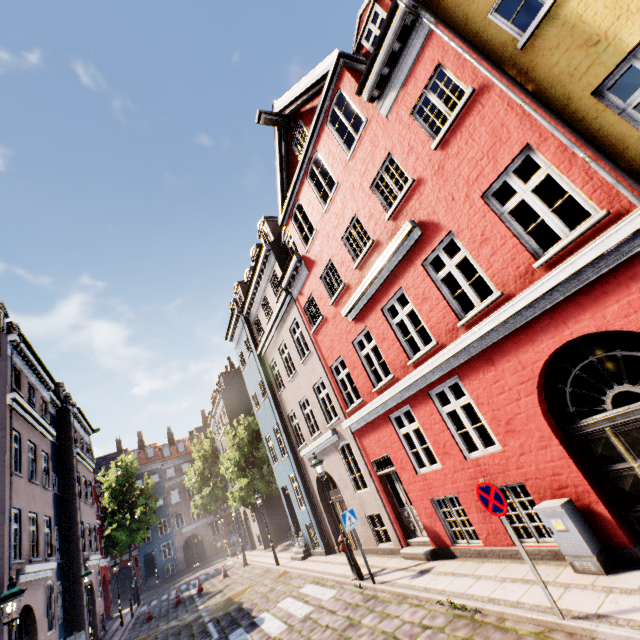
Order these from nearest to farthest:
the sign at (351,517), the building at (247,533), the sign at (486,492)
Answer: the sign at (486,492) < the sign at (351,517) < the building at (247,533)

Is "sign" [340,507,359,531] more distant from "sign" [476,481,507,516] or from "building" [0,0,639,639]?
"sign" [476,481,507,516]

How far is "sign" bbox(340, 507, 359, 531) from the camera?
9.5 meters

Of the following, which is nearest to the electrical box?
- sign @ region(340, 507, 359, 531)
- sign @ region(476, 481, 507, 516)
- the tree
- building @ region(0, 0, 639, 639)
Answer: building @ region(0, 0, 639, 639)

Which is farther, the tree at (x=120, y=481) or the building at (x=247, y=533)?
the tree at (x=120, y=481)

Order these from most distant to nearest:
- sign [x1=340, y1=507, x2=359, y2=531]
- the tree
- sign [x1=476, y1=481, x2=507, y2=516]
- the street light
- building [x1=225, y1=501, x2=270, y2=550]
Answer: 1. the tree
2. building [x1=225, y1=501, x2=270, y2=550]
3. sign [x1=340, y1=507, x2=359, y2=531]
4. the street light
5. sign [x1=476, y1=481, x2=507, y2=516]

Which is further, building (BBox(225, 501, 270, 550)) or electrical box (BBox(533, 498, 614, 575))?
building (BBox(225, 501, 270, 550))

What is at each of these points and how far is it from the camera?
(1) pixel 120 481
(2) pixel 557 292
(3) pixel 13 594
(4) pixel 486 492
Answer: (1) tree, 33.19m
(2) building, 5.43m
(3) street light, 7.11m
(4) sign, 5.38m
